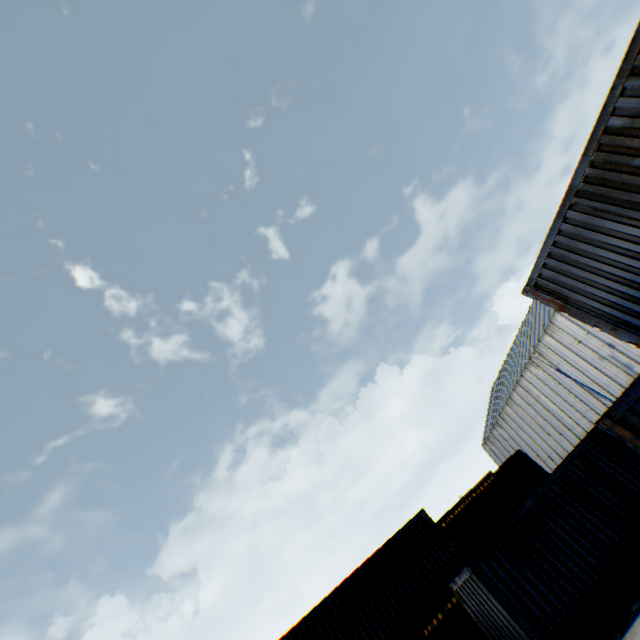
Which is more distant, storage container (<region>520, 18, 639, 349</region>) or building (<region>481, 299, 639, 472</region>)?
building (<region>481, 299, 639, 472</region>)

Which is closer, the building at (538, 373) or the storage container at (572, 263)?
the storage container at (572, 263)

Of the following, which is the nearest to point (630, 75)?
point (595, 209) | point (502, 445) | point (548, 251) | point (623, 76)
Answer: point (623, 76)
